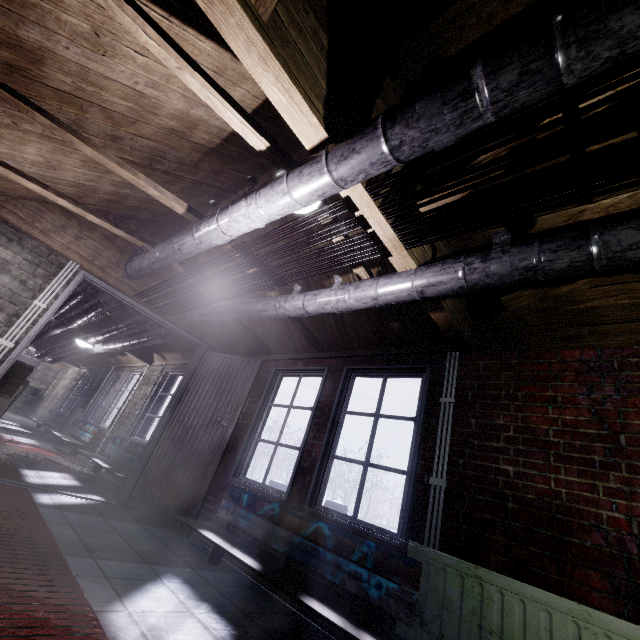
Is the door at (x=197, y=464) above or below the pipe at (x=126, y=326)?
below

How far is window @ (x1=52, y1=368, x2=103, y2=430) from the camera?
8.9 meters

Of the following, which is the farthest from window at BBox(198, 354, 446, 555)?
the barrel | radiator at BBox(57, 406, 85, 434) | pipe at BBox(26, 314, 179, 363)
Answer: the barrel

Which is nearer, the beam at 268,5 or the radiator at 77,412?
the beam at 268,5

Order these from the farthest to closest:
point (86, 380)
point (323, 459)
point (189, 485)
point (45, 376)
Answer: point (45, 376) → point (86, 380) → point (189, 485) → point (323, 459)

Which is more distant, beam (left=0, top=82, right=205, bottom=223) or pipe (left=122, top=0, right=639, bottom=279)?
beam (left=0, top=82, right=205, bottom=223)

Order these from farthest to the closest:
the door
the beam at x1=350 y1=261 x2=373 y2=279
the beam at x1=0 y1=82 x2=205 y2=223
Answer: the door, the beam at x1=350 y1=261 x2=373 y2=279, the beam at x1=0 y1=82 x2=205 y2=223

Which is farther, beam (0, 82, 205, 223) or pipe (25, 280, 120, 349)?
pipe (25, 280, 120, 349)
